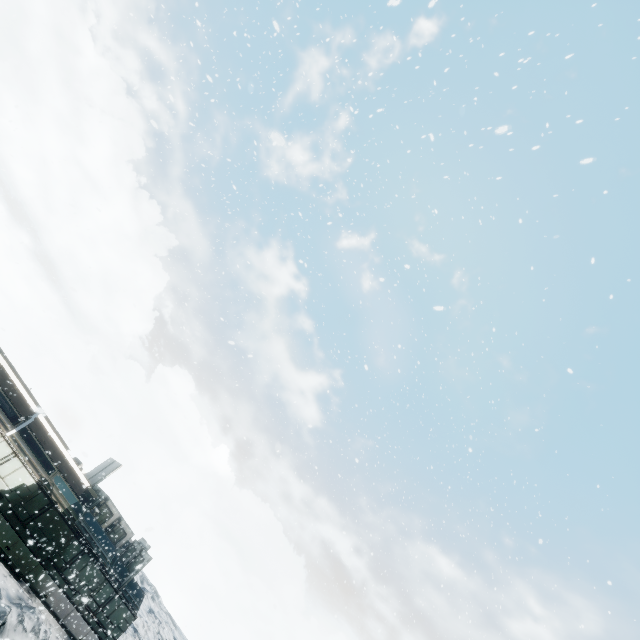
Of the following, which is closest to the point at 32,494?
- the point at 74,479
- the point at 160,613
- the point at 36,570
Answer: the point at 74,479
